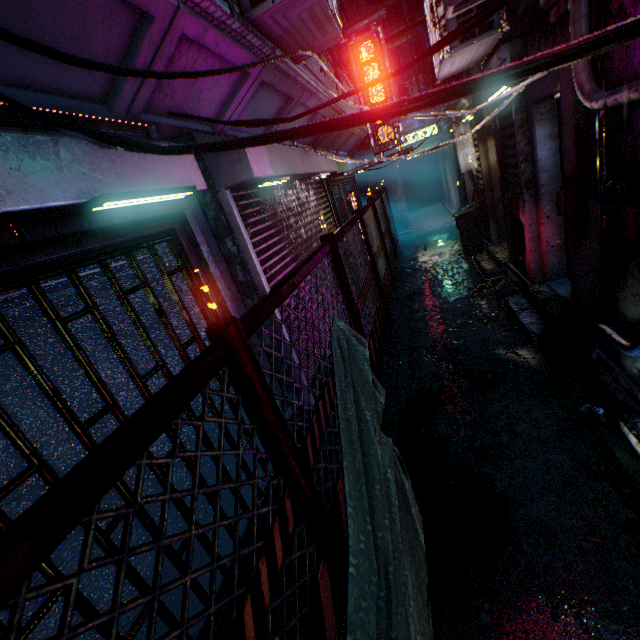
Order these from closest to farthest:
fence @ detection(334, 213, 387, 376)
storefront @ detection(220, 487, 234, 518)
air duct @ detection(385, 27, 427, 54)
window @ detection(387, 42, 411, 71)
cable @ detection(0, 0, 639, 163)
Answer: cable @ detection(0, 0, 639, 163) → storefront @ detection(220, 487, 234, 518) → fence @ detection(334, 213, 387, 376) → air duct @ detection(385, 27, 427, 54) → window @ detection(387, 42, 411, 71)

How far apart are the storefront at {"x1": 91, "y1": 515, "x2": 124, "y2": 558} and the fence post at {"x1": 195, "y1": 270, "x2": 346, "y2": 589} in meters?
0.8

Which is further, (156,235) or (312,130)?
(156,235)

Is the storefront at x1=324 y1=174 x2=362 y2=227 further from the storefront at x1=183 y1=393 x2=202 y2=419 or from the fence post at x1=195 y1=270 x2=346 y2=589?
the fence post at x1=195 y1=270 x2=346 y2=589

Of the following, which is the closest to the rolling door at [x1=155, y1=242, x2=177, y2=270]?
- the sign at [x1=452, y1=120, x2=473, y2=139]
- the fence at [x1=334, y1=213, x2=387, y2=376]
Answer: the fence at [x1=334, y1=213, x2=387, y2=376]

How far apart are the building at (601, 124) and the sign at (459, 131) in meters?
4.2

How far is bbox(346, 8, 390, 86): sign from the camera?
4.1m

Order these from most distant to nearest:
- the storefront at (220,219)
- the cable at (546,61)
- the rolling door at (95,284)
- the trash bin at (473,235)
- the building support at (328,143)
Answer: the trash bin at (473,235), the building support at (328,143), the storefront at (220,219), the rolling door at (95,284), the cable at (546,61)
